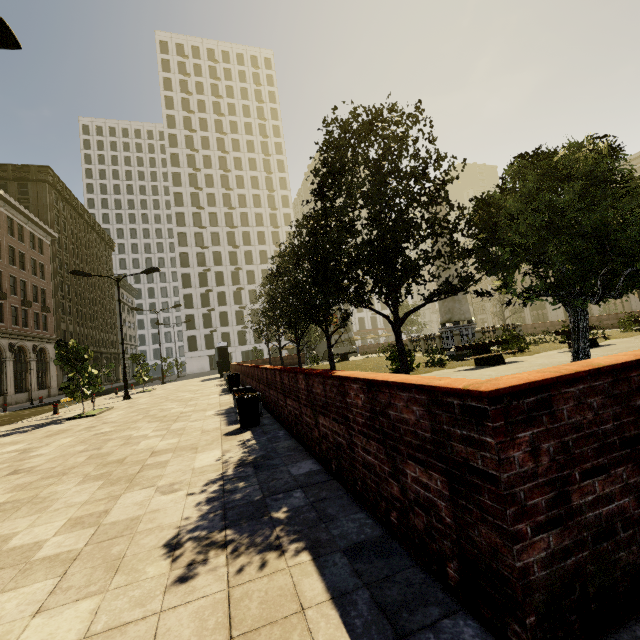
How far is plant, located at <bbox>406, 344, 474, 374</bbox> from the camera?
13.08m

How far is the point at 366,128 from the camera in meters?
9.0 m

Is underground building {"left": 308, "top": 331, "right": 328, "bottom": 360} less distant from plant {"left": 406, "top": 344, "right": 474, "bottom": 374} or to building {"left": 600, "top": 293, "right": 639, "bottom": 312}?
plant {"left": 406, "top": 344, "right": 474, "bottom": 374}

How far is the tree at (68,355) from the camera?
12.8m

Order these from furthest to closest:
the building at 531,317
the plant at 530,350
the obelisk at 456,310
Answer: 1. the building at 531,317
2. the obelisk at 456,310
3. the plant at 530,350

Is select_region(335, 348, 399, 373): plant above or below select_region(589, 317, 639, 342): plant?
below

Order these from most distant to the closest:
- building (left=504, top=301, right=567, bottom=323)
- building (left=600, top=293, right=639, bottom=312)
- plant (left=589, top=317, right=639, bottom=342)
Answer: building (left=504, top=301, right=567, bottom=323), building (left=600, top=293, right=639, bottom=312), plant (left=589, top=317, right=639, bottom=342)
